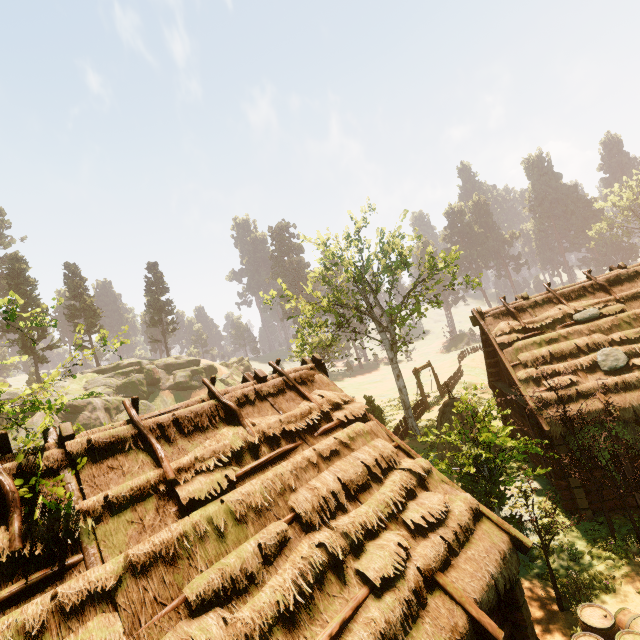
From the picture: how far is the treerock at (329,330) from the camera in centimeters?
1914cm

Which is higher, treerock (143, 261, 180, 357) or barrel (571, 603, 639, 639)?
treerock (143, 261, 180, 357)

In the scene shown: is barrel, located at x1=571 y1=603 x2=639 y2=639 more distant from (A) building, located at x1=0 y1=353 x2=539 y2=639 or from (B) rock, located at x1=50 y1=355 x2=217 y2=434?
(B) rock, located at x1=50 y1=355 x2=217 y2=434

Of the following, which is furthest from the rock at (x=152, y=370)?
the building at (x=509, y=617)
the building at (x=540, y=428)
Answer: the building at (x=540, y=428)

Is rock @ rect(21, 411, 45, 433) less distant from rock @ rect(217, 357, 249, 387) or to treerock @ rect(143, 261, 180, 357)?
rock @ rect(217, 357, 249, 387)

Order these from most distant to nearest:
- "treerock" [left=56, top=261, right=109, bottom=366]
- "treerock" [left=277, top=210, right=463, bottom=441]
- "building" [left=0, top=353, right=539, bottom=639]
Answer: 1. "treerock" [left=277, top=210, right=463, bottom=441]
2. "treerock" [left=56, top=261, right=109, bottom=366]
3. "building" [left=0, top=353, right=539, bottom=639]

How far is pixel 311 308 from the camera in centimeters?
2614cm

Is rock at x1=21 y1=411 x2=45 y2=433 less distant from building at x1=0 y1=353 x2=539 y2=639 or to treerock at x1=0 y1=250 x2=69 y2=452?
treerock at x1=0 y1=250 x2=69 y2=452
